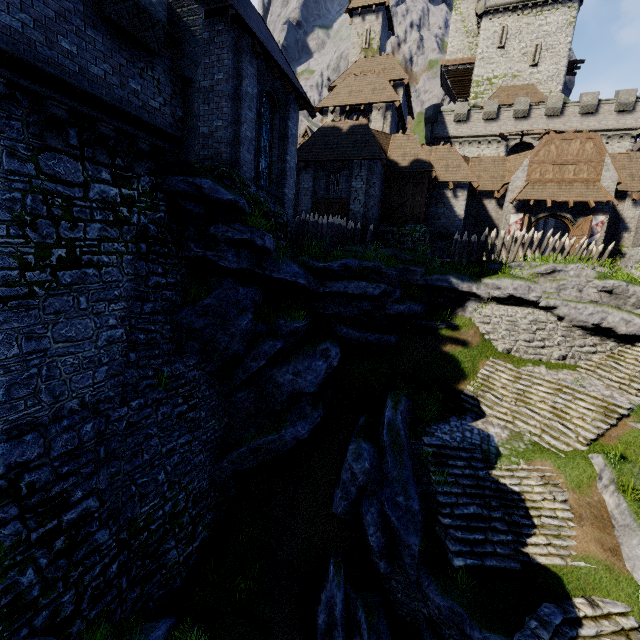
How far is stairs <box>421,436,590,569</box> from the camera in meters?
9.9 m

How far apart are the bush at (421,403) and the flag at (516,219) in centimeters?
1614cm

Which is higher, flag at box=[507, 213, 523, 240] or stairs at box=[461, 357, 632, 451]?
flag at box=[507, 213, 523, 240]

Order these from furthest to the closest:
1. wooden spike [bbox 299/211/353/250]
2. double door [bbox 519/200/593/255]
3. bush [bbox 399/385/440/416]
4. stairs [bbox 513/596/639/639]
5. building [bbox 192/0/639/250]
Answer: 1. double door [bbox 519/200/593/255]
2. wooden spike [bbox 299/211/353/250]
3. bush [bbox 399/385/440/416]
4. building [bbox 192/0/639/250]
5. stairs [bbox 513/596/639/639]

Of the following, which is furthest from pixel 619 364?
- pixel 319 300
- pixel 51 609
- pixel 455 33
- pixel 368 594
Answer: pixel 455 33

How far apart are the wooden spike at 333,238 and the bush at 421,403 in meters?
8.3 m

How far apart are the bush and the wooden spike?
8.3m

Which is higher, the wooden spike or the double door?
the double door
